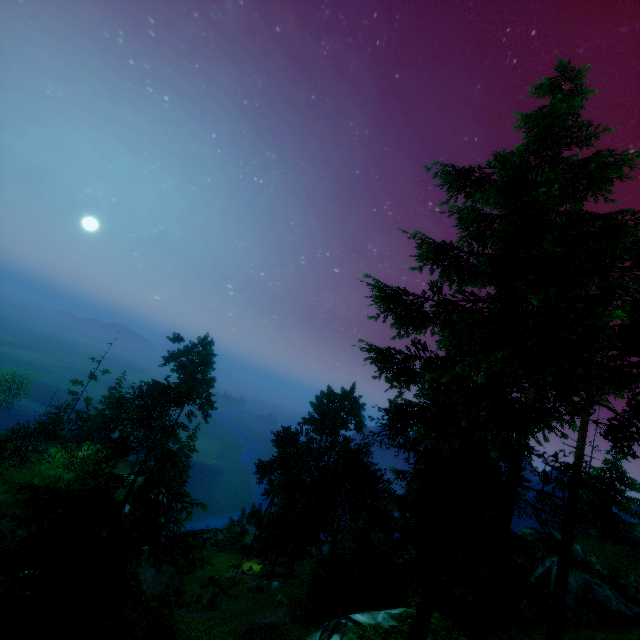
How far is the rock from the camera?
27.6 meters

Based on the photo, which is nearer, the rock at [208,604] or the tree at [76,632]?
the tree at [76,632]

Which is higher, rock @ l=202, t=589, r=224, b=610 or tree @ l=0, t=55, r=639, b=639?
tree @ l=0, t=55, r=639, b=639

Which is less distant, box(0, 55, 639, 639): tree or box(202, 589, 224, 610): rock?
box(0, 55, 639, 639): tree

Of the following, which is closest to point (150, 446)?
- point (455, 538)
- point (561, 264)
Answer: point (455, 538)

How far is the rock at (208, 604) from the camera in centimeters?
2764cm
